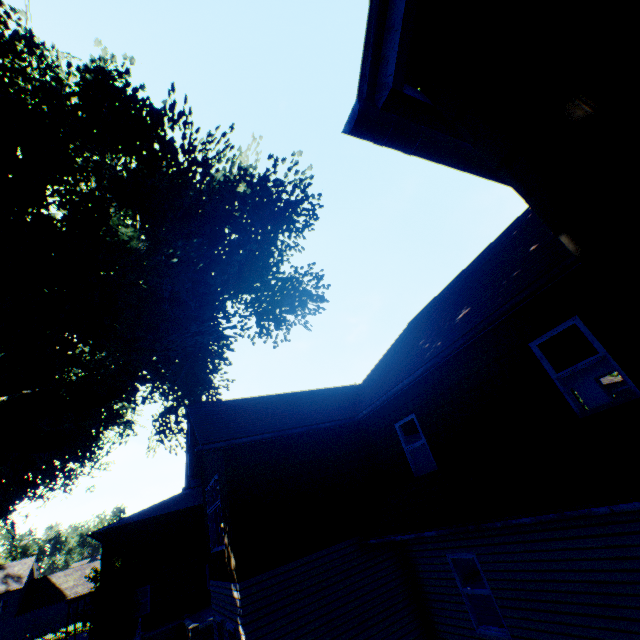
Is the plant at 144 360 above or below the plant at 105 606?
above

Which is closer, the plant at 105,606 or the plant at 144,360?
the plant at 144,360

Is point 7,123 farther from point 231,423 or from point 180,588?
point 180,588

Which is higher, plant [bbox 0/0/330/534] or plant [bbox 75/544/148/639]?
plant [bbox 0/0/330/534]

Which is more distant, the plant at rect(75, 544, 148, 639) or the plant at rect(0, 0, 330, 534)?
the plant at rect(75, 544, 148, 639)
